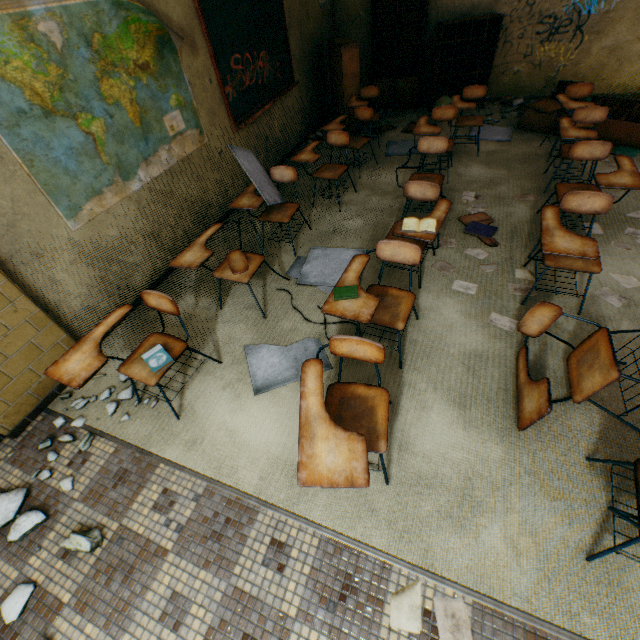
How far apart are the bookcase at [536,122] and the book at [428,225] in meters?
4.2 m

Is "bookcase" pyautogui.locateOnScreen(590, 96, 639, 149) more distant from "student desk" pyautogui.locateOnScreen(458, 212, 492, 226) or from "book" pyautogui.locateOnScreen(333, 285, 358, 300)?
"book" pyautogui.locateOnScreen(333, 285, 358, 300)

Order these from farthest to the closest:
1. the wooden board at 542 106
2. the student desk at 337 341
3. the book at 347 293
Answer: the wooden board at 542 106 → the book at 347 293 → the student desk at 337 341

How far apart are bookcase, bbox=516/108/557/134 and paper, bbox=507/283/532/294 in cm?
331

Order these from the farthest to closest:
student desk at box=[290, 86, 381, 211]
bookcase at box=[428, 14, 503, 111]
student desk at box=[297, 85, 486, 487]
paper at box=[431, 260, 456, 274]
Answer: bookcase at box=[428, 14, 503, 111]
student desk at box=[290, 86, 381, 211]
paper at box=[431, 260, 456, 274]
student desk at box=[297, 85, 486, 487]

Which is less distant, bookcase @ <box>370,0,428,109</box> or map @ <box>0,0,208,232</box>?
map @ <box>0,0,208,232</box>

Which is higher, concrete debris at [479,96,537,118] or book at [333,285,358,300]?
book at [333,285,358,300]

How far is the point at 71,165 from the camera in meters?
2.6 m
